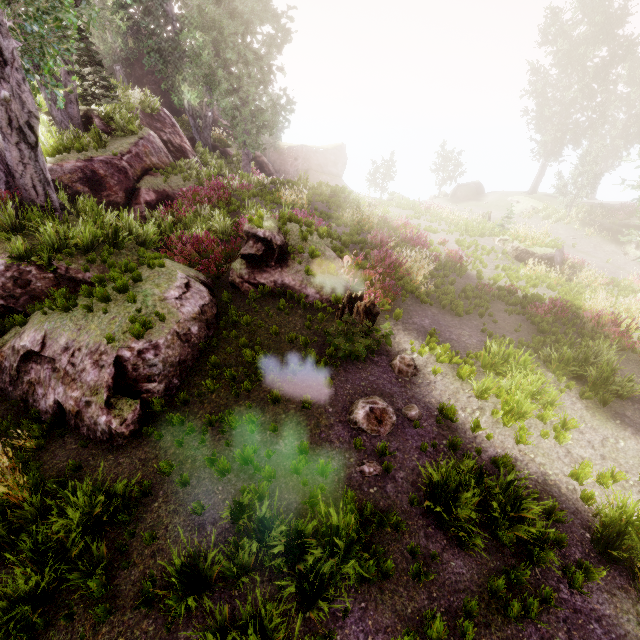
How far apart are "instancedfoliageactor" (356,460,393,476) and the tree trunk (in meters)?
3.09

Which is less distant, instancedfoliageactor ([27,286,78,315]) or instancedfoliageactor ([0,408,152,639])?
instancedfoliageactor ([0,408,152,639])

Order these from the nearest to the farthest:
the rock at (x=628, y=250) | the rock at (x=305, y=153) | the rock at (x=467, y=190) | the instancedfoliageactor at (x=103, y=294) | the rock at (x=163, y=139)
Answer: the instancedfoliageactor at (x=103, y=294) < the rock at (x=163, y=139) < the rock at (x=628, y=250) < the rock at (x=467, y=190) < the rock at (x=305, y=153)

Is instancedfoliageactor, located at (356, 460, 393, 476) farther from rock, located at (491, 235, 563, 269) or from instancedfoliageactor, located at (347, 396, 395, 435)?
rock, located at (491, 235, 563, 269)

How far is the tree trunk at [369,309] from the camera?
8.6 meters

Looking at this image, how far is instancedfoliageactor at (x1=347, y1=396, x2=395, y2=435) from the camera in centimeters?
673cm

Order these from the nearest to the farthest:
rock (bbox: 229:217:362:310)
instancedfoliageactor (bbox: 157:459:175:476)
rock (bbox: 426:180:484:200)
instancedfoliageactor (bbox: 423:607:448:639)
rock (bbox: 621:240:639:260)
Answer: instancedfoliageactor (bbox: 423:607:448:639) < instancedfoliageactor (bbox: 157:459:175:476) < rock (bbox: 229:217:362:310) < rock (bbox: 621:240:639:260) < rock (bbox: 426:180:484:200)

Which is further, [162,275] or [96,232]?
[96,232]
